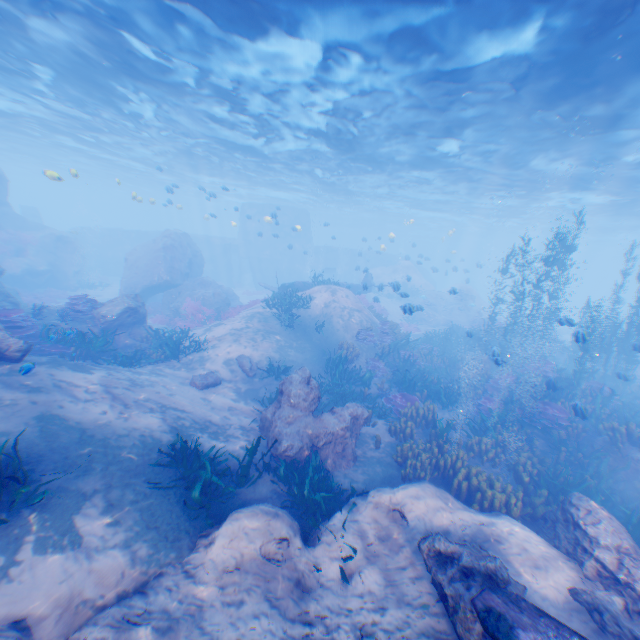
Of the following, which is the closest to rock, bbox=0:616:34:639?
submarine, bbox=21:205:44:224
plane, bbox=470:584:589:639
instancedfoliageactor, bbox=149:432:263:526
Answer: plane, bbox=470:584:589:639

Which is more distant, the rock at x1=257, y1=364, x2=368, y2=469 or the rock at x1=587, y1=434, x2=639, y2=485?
the rock at x1=587, y1=434, x2=639, y2=485

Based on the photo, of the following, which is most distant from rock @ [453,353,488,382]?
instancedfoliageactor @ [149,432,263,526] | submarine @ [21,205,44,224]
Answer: submarine @ [21,205,44,224]

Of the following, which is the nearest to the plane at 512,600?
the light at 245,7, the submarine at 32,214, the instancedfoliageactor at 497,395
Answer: the instancedfoliageactor at 497,395

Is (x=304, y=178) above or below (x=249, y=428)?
above

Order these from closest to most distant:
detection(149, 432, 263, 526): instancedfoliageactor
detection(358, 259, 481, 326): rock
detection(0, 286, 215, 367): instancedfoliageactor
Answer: detection(149, 432, 263, 526): instancedfoliageactor < detection(0, 286, 215, 367): instancedfoliageactor < detection(358, 259, 481, 326): rock

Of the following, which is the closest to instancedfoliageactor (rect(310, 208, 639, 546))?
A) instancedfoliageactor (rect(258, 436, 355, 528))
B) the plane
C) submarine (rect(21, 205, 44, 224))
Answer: the plane

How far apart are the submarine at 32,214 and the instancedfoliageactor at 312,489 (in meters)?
46.58
